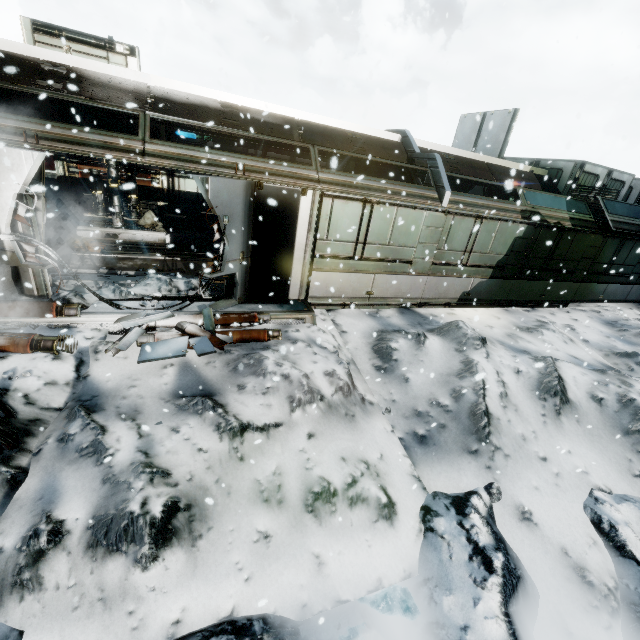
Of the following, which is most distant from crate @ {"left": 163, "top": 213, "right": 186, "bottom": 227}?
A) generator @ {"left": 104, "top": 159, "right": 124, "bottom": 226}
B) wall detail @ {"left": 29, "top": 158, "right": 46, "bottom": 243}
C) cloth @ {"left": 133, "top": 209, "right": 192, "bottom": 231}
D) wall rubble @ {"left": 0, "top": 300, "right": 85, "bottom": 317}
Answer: wall rubble @ {"left": 0, "top": 300, "right": 85, "bottom": 317}

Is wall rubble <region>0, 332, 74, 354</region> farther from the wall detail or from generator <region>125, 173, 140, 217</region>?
generator <region>125, 173, 140, 217</region>

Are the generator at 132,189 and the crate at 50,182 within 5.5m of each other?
yes

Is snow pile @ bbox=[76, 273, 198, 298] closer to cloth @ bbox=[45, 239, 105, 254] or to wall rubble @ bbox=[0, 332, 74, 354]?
wall rubble @ bbox=[0, 332, 74, 354]

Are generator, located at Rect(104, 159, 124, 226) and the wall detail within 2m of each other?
no

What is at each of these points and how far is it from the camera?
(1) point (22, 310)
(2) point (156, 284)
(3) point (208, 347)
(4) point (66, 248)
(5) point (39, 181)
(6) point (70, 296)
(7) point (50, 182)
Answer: (1) wall rubble, 5.6 meters
(2) snow pile, 7.5 meters
(3) wall rubble, 5.8 meters
(4) cloth, 10.0 meters
(5) wall detail, 5.7 meters
(6) snow pile, 6.1 meters
(7) crate, 12.9 meters

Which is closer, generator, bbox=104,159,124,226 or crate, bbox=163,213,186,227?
generator, bbox=104,159,124,226

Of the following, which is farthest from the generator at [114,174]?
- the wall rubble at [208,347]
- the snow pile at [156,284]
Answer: the wall rubble at [208,347]
